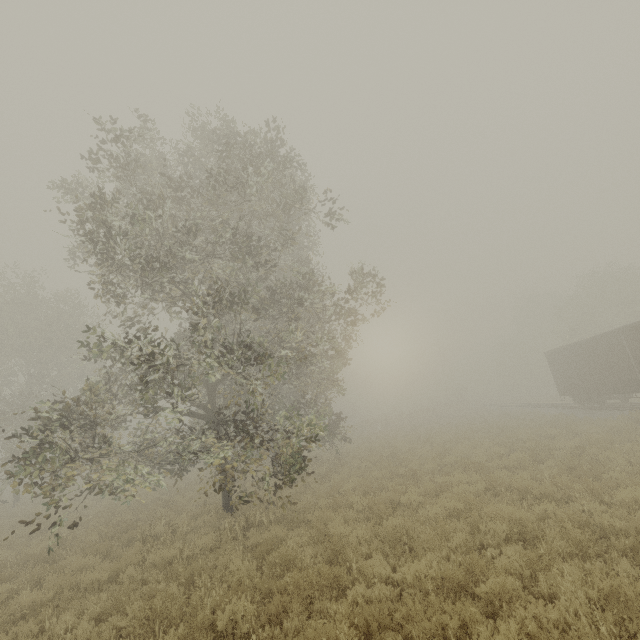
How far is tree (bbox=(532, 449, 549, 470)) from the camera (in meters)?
11.34

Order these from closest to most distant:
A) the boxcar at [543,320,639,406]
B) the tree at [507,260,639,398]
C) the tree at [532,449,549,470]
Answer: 1. the tree at [532,449,549,470]
2. the boxcar at [543,320,639,406]
3. the tree at [507,260,639,398]

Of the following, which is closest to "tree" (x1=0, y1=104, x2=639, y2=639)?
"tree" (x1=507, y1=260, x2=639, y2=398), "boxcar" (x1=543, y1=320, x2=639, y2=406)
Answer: "tree" (x1=507, y1=260, x2=639, y2=398)

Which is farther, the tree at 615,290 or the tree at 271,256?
the tree at 615,290

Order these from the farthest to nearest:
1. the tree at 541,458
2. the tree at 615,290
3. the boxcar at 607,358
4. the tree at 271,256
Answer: the tree at 615,290 → the boxcar at 607,358 → the tree at 541,458 → the tree at 271,256

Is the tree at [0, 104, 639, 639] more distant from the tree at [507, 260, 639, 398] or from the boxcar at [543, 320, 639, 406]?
the boxcar at [543, 320, 639, 406]

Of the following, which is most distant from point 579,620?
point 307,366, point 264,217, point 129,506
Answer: point 129,506
